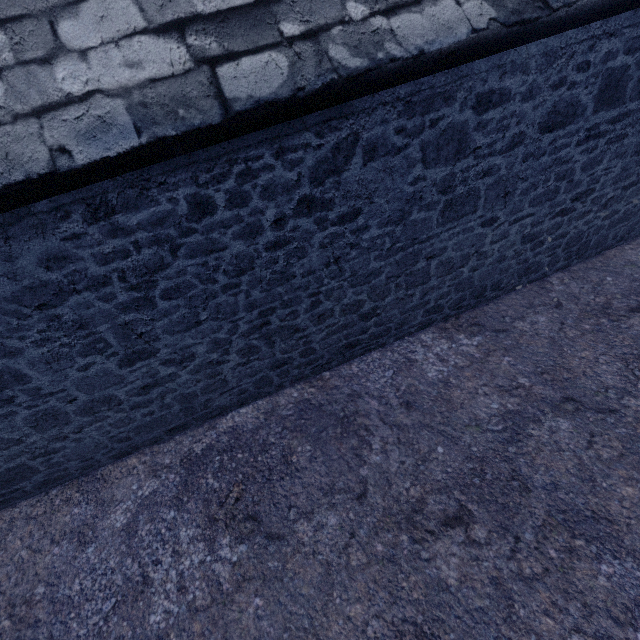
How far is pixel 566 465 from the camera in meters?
2.7 m
